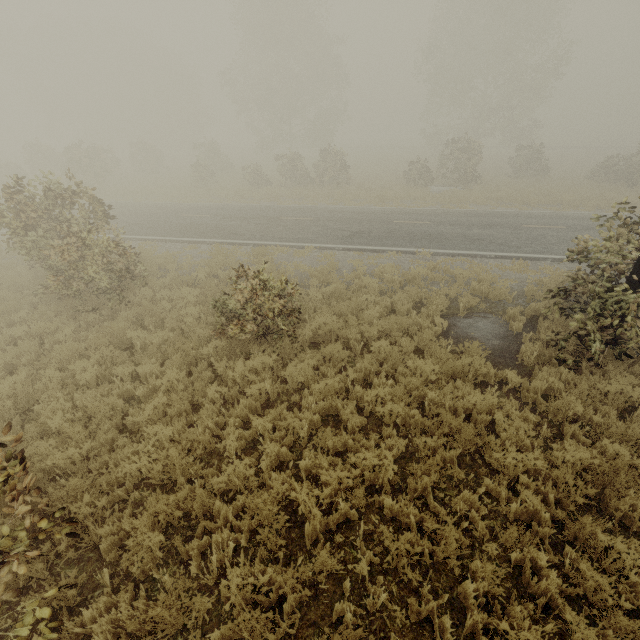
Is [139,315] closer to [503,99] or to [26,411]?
[26,411]
